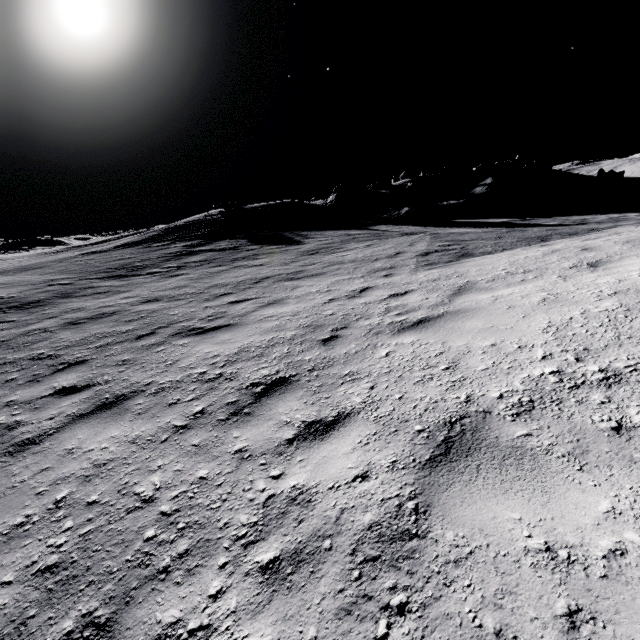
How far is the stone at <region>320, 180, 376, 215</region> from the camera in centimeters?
2917cm

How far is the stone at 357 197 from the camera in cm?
2917

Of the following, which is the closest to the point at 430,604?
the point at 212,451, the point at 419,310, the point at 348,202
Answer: the point at 212,451
